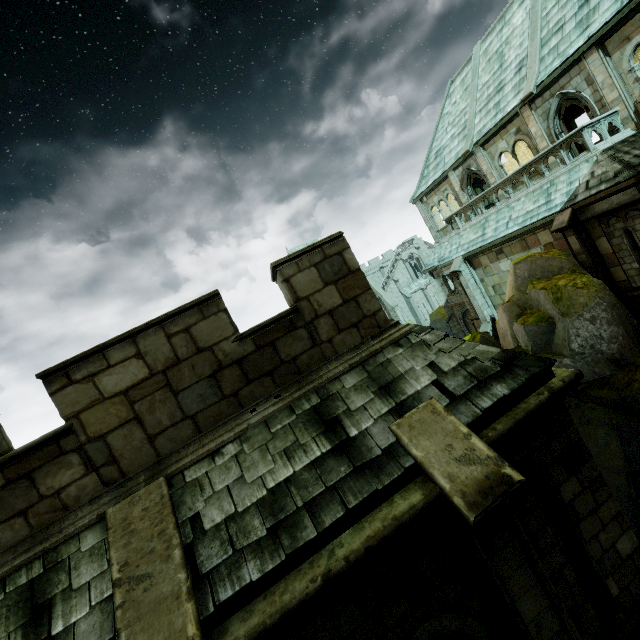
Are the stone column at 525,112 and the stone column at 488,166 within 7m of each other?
yes

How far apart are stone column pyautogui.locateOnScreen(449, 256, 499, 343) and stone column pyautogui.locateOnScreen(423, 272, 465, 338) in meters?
6.4 m

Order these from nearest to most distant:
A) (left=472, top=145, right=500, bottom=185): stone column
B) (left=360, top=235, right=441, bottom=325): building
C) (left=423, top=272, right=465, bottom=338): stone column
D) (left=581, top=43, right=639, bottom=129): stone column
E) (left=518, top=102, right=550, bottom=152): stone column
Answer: (left=581, top=43, right=639, bottom=129): stone column → (left=518, top=102, right=550, bottom=152): stone column → (left=472, top=145, right=500, bottom=185): stone column → (left=423, top=272, right=465, bottom=338): stone column → (left=360, top=235, right=441, bottom=325): building

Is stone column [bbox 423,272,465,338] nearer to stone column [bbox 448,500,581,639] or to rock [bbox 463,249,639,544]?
rock [bbox 463,249,639,544]

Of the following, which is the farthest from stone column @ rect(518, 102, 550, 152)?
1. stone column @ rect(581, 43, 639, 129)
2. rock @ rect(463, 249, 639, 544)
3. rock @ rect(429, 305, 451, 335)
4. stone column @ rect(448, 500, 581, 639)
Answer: rock @ rect(429, 305, 451, 335)

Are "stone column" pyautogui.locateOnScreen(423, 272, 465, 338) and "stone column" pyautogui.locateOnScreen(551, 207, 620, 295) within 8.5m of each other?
no

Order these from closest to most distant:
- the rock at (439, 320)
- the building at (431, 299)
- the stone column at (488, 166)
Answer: the stone column at (488, 166) → the rock at (439, 320) → the building at (431, 299)

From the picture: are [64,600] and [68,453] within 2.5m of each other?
yes
